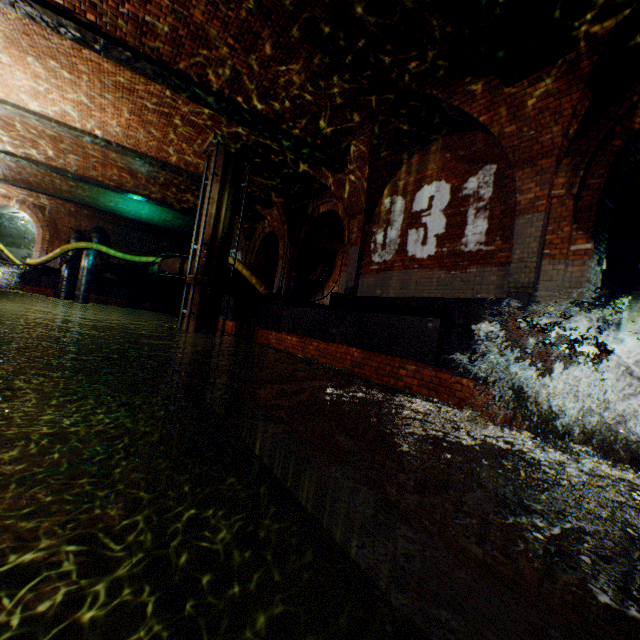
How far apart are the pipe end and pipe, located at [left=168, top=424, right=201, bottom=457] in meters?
8.4 m

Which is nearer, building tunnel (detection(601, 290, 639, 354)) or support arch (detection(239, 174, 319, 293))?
support arch (detection(239, 174, 319, 293))

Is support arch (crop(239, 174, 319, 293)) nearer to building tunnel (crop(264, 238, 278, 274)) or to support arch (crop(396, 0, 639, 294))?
building tunnel (crop(264, 238, 278, 274))

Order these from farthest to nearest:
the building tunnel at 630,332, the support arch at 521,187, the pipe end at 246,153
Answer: the building tunnel at 630,332 → the pipe end at 246,153 → the support arch at 521,187

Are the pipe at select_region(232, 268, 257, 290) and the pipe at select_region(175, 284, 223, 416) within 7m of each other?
yes

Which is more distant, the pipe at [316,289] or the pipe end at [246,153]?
the pipe at [316,289]

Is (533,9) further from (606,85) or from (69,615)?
(69,615)

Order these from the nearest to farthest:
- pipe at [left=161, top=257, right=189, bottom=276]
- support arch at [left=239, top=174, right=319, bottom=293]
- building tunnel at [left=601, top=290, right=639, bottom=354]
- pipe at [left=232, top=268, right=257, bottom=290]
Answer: support arch at [left=239, top=174, right=319, bottom=293] < pipe at [left=161, top=257, right=189, bottom=276] < pipe at [left=232, top=268, right=257, bottom=290] < building tunnel at [left=601, top=290, right=639, bottom=354]
